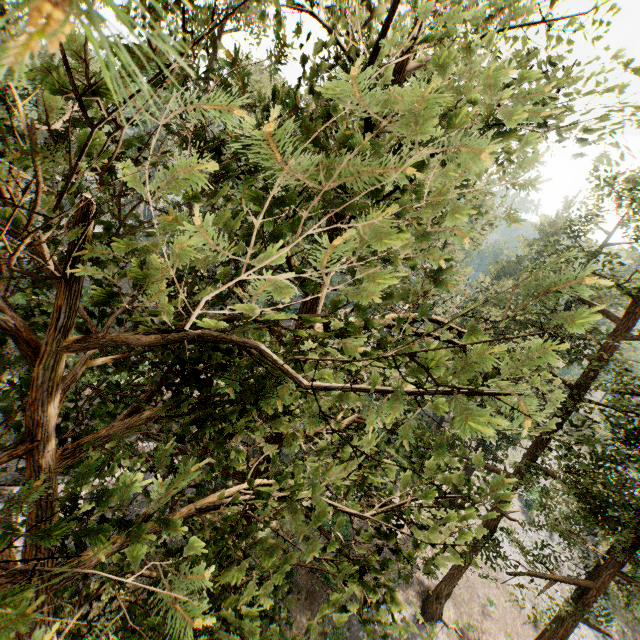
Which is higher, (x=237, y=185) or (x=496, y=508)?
(x=237, y=185)
